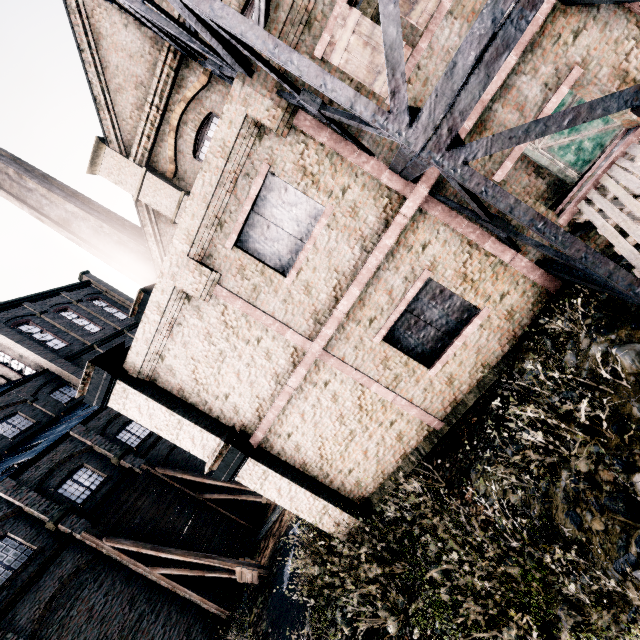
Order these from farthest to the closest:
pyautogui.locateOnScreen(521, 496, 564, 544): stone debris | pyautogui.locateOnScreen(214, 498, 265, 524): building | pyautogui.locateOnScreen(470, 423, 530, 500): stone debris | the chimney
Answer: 1. pyautogui.locateOnScreen(214, 498, 265, 524): building
2. the chimney
3. pyautogui.locateOnScreen(470, 423, 530, 500): stone debris
4. pyautogui.locateOnScreen(521, 496, 564, 544): stone debris

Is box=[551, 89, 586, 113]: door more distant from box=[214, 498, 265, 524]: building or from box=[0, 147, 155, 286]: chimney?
box=[214, 498, 265, 524]: building

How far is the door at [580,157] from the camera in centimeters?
979cm

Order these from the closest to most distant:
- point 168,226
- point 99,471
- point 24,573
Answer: point 168,226, point 24,573, point 99,471

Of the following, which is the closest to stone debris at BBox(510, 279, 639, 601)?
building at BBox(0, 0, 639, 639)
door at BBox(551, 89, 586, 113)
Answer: building at BBox(0, 0, 639, 639)

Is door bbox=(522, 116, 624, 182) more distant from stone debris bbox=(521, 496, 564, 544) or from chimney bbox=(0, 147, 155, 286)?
chimney bbox=(0, 147, 155, 286)

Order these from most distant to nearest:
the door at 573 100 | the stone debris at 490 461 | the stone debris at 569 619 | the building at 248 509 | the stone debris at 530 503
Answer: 1. the building at 248 509
2. the door at 573 100
3. the stone debris at 490 461
4. the stone debris at 530 503
5. the stone debris at 569 619

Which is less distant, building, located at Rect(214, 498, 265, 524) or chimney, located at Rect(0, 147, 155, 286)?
chimney, located at Rect(0, 147, 155, 286)
